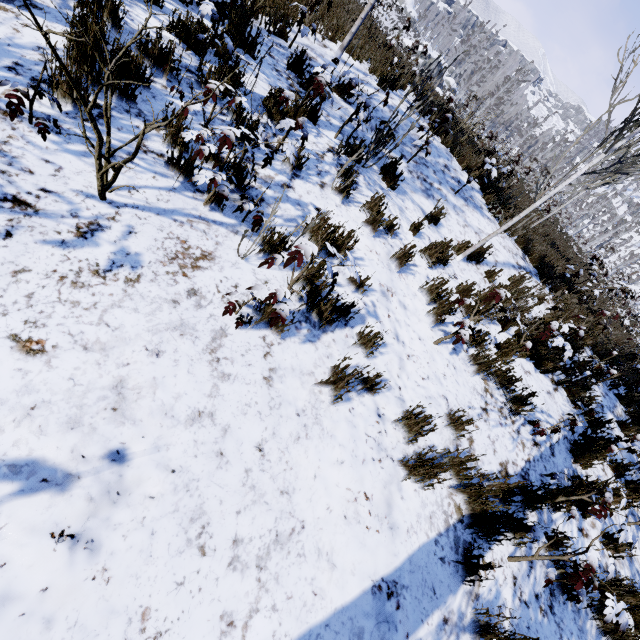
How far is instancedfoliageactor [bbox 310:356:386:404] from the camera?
2.65m

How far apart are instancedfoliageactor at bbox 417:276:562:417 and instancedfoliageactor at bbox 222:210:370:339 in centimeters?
149cm

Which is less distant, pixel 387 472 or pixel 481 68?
pixel 387 472

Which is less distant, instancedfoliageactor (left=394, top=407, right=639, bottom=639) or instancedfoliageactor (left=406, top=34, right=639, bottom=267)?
instancedfoliageactor (left=394, top=407, right=639, bottom=639)

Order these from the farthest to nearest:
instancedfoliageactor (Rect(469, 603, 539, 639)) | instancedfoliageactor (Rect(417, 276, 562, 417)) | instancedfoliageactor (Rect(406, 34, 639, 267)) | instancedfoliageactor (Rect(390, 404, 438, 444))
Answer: instancedfoliageactor (Rect(406, 34, 639, 267))
instancedfoliageactor (Rect(417, 276, 562, 417))
instancedfoliageactor (Rect(390, 404, 438, 444))
instancedfoliageactor (Rect(469, 603, 539, 639))

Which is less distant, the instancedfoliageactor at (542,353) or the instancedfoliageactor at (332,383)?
the instancedfoliageactor at (332,383)

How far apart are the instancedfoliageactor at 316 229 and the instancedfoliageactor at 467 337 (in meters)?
1.49

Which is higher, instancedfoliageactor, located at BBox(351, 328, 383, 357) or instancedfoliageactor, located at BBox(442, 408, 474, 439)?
instancedfoliageactor, located at BBox(442, 408, 474, 439)
